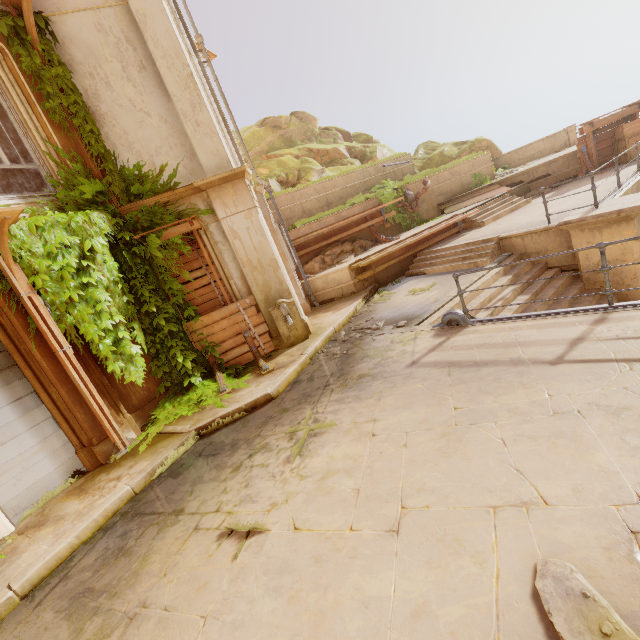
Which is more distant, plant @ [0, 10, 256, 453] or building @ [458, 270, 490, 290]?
building @ [458, 270, 490, 290]

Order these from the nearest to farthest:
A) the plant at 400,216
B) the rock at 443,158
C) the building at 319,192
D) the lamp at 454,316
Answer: the lamp at 454,316
the building at 319,192
the plant at 400,216
the rock at 443,158

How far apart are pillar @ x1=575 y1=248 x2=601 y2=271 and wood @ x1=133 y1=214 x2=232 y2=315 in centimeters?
826cm

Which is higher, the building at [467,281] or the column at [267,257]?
the column at [267,257]

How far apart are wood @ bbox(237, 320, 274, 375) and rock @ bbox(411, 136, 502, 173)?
18.1 meters

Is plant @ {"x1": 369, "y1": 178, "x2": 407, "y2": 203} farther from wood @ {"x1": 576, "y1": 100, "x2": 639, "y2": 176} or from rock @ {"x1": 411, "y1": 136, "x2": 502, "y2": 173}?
wood @ {"x1": 576, "y1": 100, "x2": 639, "y2": 176}

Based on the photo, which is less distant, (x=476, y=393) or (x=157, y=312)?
(x=476, y=393)

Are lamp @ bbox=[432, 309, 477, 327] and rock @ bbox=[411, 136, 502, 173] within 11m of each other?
no
